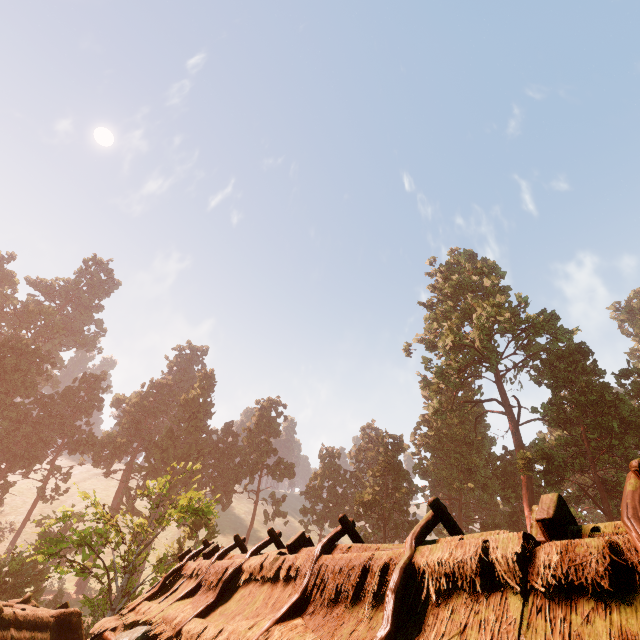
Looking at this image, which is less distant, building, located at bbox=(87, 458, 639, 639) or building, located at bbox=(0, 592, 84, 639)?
building, located at bbox=(87, 458, 639, 639)

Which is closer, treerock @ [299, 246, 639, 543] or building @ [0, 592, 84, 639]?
building @ [0, 592, 84, 639]

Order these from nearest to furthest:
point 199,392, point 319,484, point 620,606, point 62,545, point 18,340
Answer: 1. point 620,606
2. point 62,545
3. point 18,340
4. point 319,484
5. point 199,392

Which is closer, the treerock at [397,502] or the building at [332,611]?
the building at [332,611]

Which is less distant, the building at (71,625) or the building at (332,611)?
the building at (332,611)

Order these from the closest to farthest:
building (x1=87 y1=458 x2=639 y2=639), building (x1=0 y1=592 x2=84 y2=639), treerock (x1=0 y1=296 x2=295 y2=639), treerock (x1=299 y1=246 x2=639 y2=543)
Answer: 1. building (x1=87 y1=458 x2=639 y2=639)
2. building (x1=0 y1=592 x2=84 y2=639)
3. treerock (x1=0 y1=296 x2=295 y2=639)
4. treerock (x1=299 y1=246 x2=639 y2=543)
